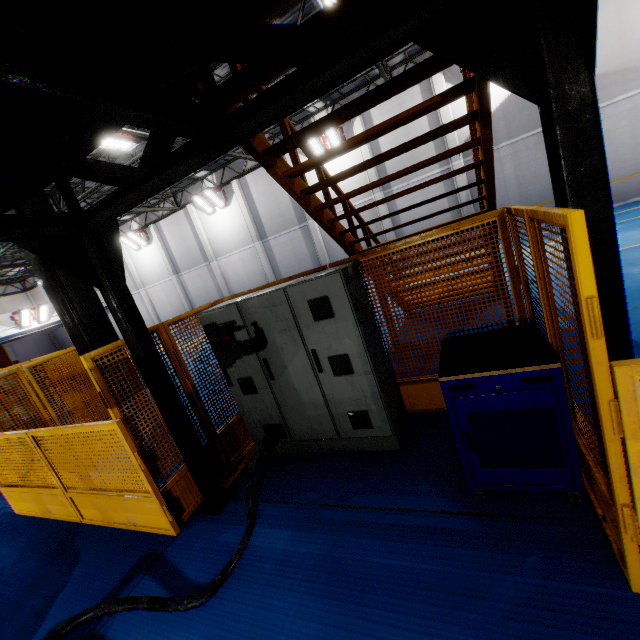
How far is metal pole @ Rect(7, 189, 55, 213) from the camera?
4.29m

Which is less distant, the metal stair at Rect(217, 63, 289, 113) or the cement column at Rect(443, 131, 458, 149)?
the metal stair at Rect(217, 63, 289, 113)

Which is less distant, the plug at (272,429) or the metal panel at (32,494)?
the metal panel at (32,494)

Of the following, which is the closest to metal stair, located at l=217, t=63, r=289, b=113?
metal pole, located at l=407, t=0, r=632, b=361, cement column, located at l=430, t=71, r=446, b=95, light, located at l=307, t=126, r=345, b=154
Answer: metal pole, located at l=407, t=0, r=632, b=361

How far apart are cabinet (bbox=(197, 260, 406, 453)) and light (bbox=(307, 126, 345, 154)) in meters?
14.4 m

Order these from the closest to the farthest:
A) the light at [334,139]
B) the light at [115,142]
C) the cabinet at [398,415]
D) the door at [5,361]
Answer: the cabinet at [398,415] < the light at [115,142] < the light at [334,139] < the door at [5,361]

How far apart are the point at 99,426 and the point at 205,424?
1.2m

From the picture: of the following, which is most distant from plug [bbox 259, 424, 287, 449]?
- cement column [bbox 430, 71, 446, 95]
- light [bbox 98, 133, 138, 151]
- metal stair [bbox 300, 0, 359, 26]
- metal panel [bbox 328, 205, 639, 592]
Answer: cement column [bbox 430, 71, 446, 95]
